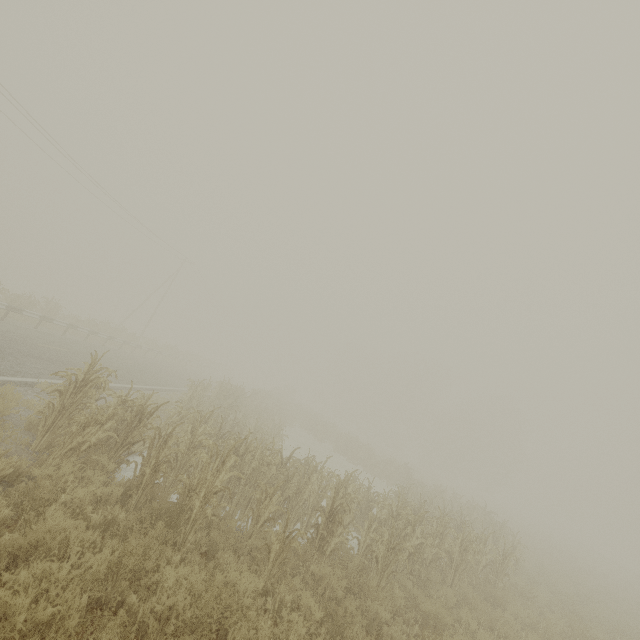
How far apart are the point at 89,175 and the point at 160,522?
26.49m
